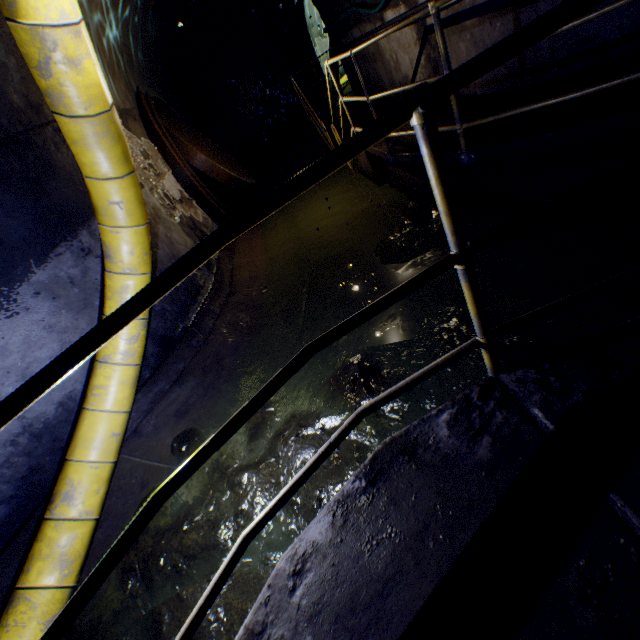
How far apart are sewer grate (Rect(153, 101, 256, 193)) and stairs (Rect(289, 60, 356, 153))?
2.05m

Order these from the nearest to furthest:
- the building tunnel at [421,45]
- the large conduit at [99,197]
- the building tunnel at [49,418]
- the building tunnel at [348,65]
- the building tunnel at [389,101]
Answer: the large conduit at [99,197] < the building tunnel at [49,418] < the building tunnel at [421,45] < the building tunnel at [389,101] < the building tunnel at [348,65]

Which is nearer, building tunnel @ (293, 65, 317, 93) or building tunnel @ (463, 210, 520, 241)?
building tunnel @ (463, 210, 520, 241)

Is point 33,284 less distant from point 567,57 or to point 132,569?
point 132,569

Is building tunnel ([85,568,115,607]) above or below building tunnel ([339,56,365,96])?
below

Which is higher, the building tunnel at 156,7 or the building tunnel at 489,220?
the building tunnel at 156,7

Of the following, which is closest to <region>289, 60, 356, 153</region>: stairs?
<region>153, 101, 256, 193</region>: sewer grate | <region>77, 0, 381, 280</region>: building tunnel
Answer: <region>77, 0, 381, 280</region>: building tunnel
